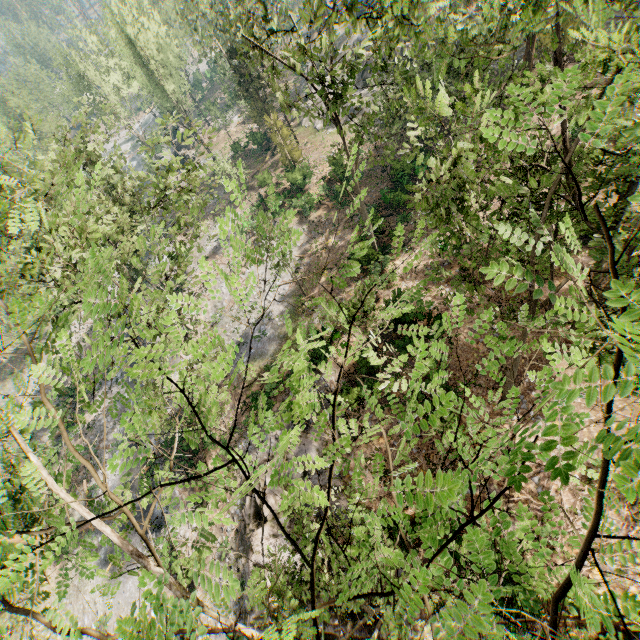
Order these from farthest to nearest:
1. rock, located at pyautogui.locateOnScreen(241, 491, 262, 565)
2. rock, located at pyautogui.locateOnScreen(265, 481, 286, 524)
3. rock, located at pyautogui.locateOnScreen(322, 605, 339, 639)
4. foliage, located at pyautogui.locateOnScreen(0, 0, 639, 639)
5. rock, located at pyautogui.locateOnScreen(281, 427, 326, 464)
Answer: rock, located at pyautogui.locateOnScreen(281, 427, 326, 464)
rock, located at pyautogui.locateOnScreen(265, 481, 286, 524)
rock, located at pyautogui.locateOnScreen(241, 491, 262, 565)
rock, located at pyautogui.locateOnScreen(322, 605, 339, 639)
foliage, located at pyautogui.locateOnScreen(0, 0, 639, 639)

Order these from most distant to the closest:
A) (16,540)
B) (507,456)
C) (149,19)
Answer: (149,19)
(16,540)
(507,456)

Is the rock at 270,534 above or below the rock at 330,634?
above

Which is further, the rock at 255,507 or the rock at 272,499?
the rock at 272,499

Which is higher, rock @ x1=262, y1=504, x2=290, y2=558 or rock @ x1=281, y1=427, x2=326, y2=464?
rock @ x1=262, y1=504, x2=290, y2=558

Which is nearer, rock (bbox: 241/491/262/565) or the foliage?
the foliage

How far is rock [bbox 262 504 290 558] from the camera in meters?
15.5

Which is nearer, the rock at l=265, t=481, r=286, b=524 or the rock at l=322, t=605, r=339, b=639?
the rock at l=322, t=605, r=339, b=639
